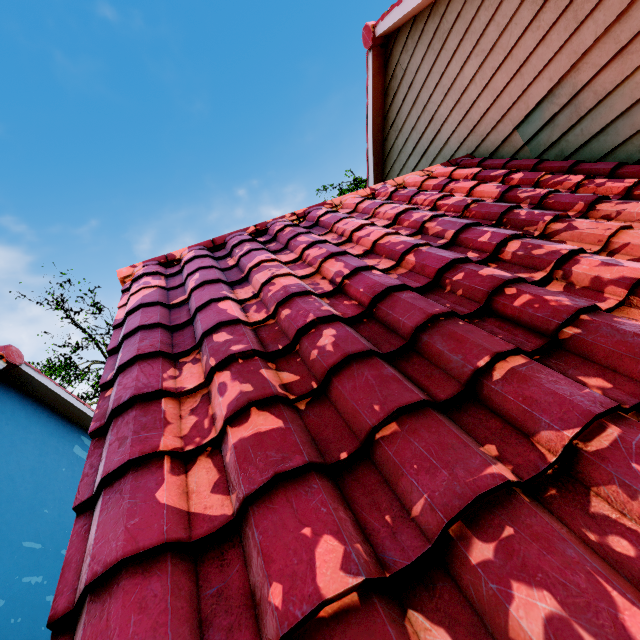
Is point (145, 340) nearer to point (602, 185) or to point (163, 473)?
point (163, 473)
